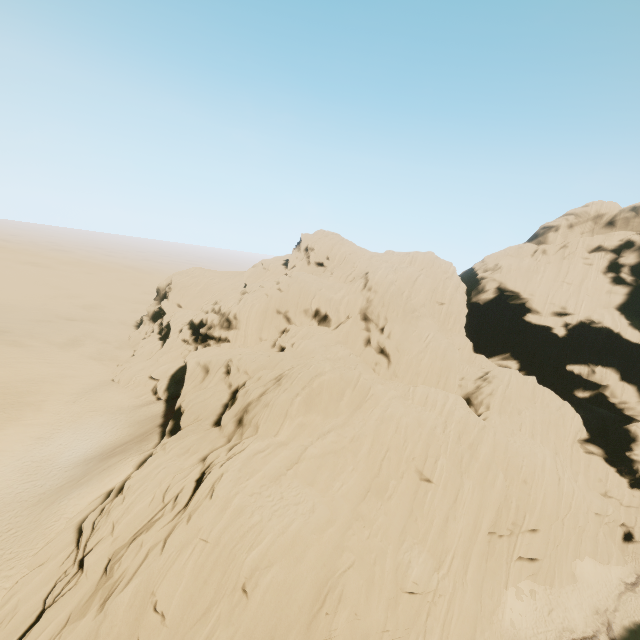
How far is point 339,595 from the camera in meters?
15.7
